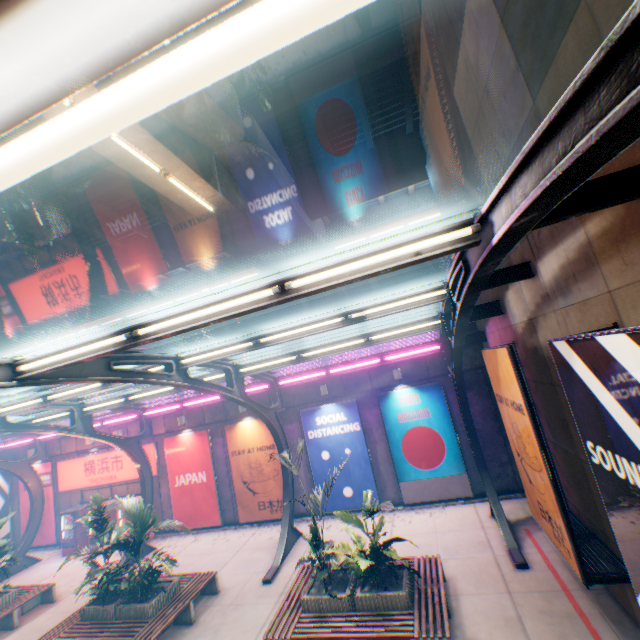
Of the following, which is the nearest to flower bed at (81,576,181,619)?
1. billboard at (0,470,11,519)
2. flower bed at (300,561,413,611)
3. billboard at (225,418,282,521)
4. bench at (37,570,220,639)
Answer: bench at (37,570,220,639)

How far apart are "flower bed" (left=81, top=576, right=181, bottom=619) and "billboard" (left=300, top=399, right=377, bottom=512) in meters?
5.8 m

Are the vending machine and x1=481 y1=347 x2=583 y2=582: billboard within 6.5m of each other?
no

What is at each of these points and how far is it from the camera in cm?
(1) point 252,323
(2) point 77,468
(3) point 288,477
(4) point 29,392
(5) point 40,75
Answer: (1) building, 3888
(2) sign, 1741
(3) canopy, 1282
(4) overpass support, 3200
(5) canopy, 72

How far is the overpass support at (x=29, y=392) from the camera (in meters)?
32.03

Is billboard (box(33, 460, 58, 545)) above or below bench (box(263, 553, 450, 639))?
above

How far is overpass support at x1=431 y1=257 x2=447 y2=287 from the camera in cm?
5719

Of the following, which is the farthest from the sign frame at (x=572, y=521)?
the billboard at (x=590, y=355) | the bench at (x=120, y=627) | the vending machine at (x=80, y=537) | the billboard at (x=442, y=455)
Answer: the vending machine at (x=80, y=537)
